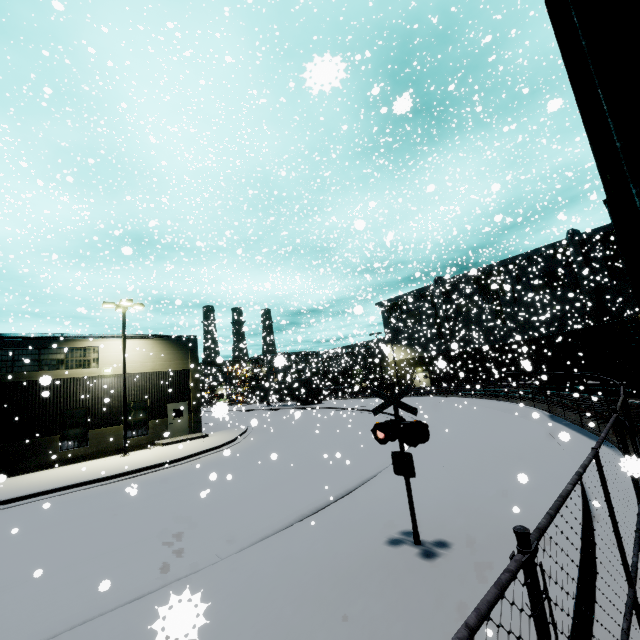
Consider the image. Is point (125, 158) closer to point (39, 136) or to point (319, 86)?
point (39, 136)

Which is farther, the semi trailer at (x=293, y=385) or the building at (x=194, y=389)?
the semi trailer at (x=293, y=385)

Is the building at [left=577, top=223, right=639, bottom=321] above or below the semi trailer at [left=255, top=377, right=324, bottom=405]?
above

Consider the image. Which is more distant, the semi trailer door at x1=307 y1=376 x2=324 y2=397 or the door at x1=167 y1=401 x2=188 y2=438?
the semi trailer door at x1=307 y1=376 x2=324 y2=397

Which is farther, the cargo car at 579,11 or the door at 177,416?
the door at 177,416

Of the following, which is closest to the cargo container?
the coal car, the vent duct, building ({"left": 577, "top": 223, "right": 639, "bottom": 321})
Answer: building ({"left": 577, "top": 223, "right": 639, "bottom": 321})

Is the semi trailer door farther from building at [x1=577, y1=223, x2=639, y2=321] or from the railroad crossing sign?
the railroad crossing sign

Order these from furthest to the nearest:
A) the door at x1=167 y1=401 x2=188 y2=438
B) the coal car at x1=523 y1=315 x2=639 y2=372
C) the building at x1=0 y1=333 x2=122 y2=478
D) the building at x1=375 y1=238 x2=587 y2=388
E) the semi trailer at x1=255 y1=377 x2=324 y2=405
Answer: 1. the building at x1=375 y1=238 x2=587 y2=388
2. the semi trailer at x1=255 y1=377 x2=324 y2=405
3. the door at x1=167 y1=401 x2=188 y2=438
4. the building at x1=0 y1=333 x2=122 y2=478
5. the coal car at x1=523 y1=315 x2=639 y2=372
